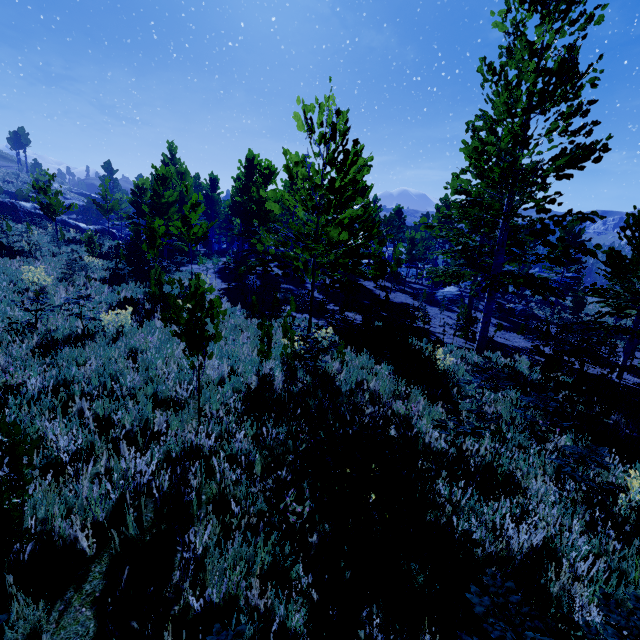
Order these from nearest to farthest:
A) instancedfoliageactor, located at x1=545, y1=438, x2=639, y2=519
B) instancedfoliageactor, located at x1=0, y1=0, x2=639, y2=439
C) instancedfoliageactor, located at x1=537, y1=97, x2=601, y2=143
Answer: instancedfoliageactor, located at x1=545, y1=438, x2=639, y2=519, instancedfoliageactor, located at x1=0, y1=0, x2=639, y2=439, instancedfoliageactor, located at x1=537, y1=97, x2=601, y2=143

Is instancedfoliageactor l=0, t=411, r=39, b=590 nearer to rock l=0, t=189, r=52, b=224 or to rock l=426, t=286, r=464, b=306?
rock l=426, t=286, r=464, b=306

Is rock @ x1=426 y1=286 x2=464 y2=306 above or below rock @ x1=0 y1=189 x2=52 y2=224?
below

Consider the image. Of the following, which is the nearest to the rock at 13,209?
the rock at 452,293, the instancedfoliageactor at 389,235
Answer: the instancedfoliageactor at 389,235

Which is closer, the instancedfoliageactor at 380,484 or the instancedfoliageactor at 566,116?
the instancedfoliageactor at 380,484

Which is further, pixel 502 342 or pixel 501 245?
pixel 502 342

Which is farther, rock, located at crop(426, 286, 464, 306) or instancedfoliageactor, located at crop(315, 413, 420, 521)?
rock, located at crop(426, 286, 464, 306)

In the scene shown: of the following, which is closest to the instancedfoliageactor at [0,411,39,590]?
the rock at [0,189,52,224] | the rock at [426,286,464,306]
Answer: the rock at [426,286,464,306]
